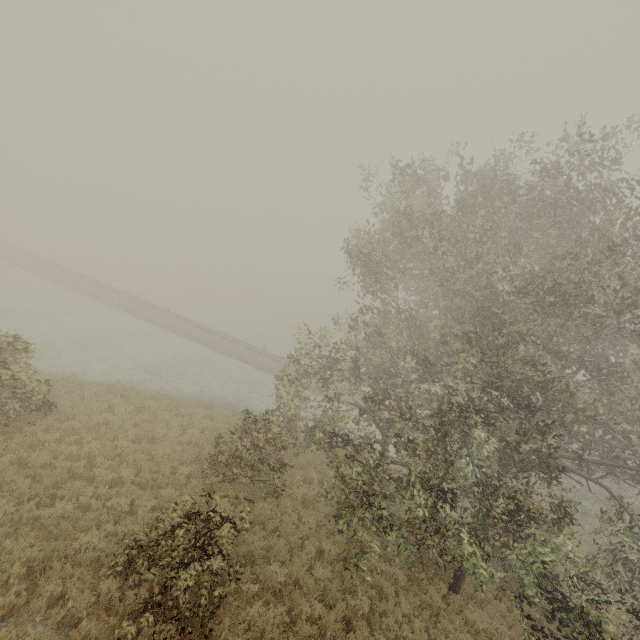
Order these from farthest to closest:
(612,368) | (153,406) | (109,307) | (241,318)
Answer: (241,318)
(109,307)
(153,406)
(612,368)
